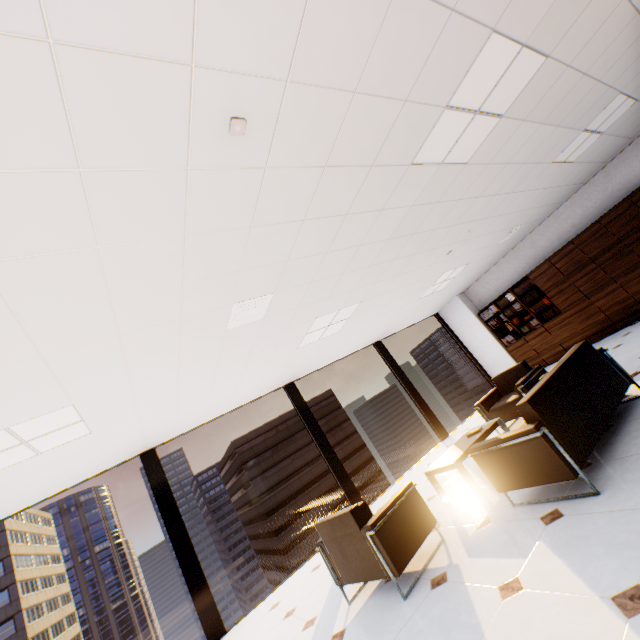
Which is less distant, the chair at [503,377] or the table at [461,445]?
the table at [461,445]

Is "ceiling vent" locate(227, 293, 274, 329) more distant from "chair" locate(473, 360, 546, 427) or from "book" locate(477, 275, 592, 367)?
"book" locate(477, 275, 592, 367)

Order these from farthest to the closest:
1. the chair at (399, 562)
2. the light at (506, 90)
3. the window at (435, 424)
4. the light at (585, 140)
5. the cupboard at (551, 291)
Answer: the window at (435, 424), the cupboard at (551, 291), the light at (585, 140), the chair at (399, 562), the light at (506, 90)

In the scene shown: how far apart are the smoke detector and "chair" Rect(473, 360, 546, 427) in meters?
5.1

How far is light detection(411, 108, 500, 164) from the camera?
2.7 meters

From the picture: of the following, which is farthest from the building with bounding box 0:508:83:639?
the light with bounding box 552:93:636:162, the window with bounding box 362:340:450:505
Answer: the light with bounding box 552:93:636:162

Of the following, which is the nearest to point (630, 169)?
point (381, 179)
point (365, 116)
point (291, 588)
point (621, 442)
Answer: point (621, 442)

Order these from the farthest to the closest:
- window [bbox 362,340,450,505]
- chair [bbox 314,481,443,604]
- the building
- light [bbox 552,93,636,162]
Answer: the building < window [bbox 362,340,450,505] < light [bbox 552,93,636,162] < chair [bbox 314,481,443,604]
